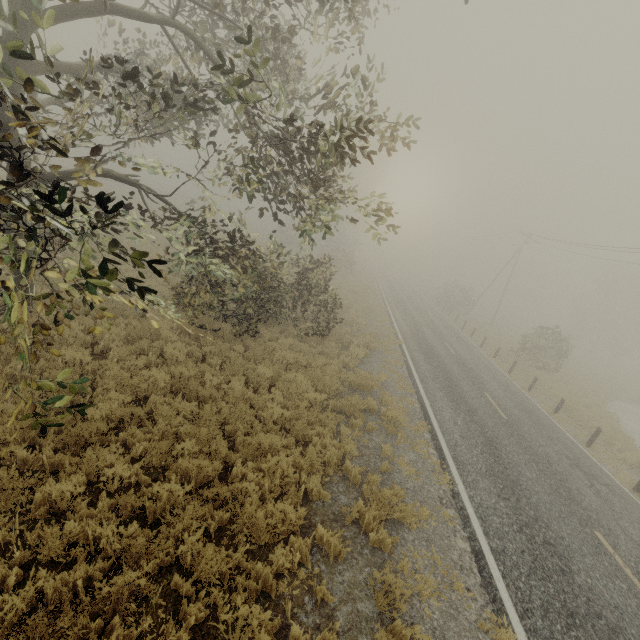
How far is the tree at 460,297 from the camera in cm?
4000

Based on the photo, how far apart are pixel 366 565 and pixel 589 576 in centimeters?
508cm

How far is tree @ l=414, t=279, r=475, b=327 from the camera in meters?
40.0 m
